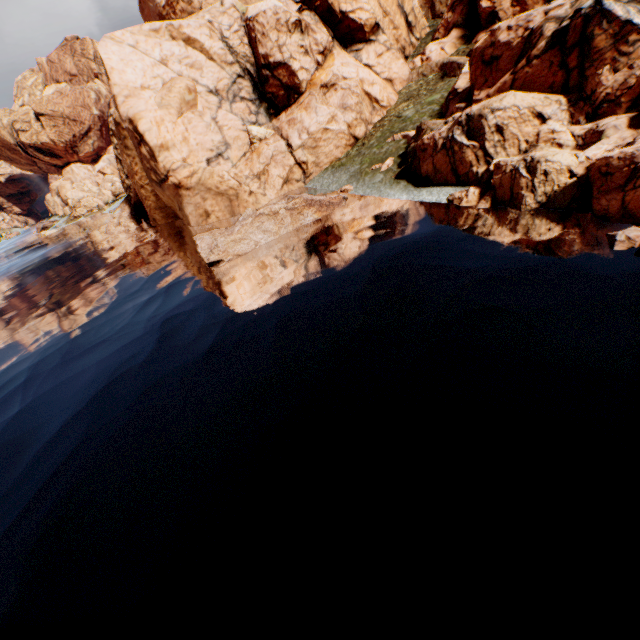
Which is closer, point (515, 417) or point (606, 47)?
point (515, 417)
